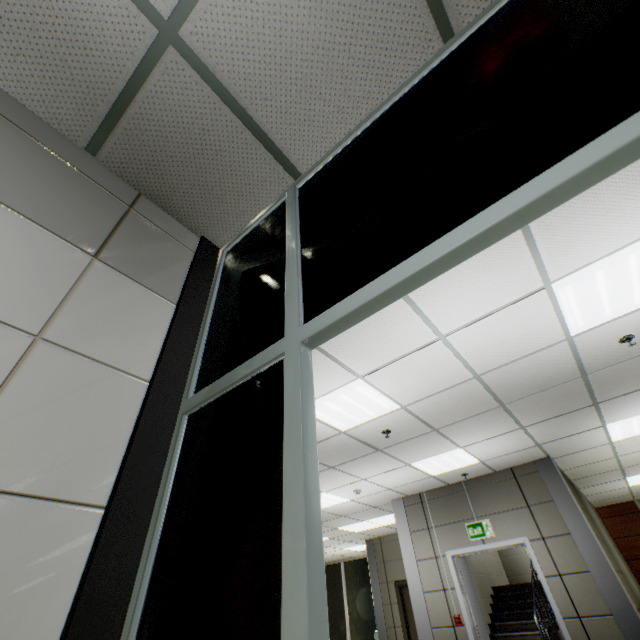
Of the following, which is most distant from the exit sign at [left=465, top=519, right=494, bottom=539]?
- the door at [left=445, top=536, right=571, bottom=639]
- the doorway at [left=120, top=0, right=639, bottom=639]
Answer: the doorway at [left=120, top=0, right=639, bottom=639]

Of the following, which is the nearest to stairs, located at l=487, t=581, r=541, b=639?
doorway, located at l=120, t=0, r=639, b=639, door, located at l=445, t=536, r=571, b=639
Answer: door, located at l=445, t=536, r=571, b=639

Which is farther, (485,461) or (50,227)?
(485,461)

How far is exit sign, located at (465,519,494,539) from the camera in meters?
6.0 m

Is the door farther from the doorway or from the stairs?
the doorway

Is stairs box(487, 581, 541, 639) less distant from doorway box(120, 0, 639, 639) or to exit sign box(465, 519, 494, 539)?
exit sign box(465, 519, 494, 539)

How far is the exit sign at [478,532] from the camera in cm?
601

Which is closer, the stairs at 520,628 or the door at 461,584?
the door at 461,584
